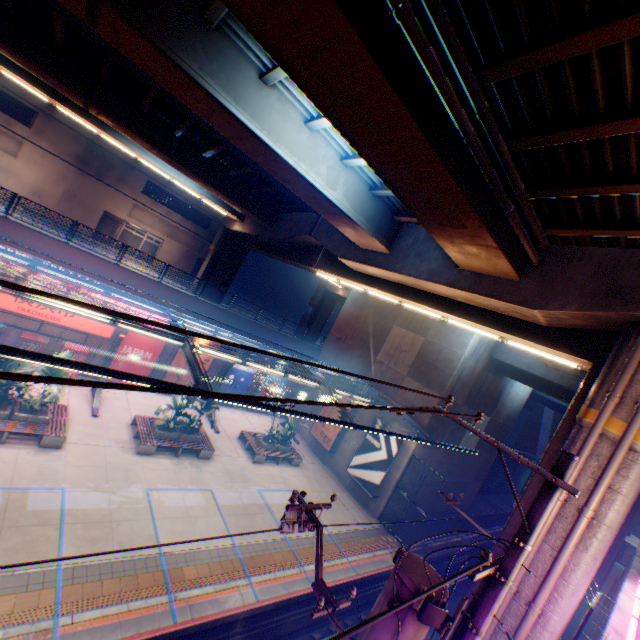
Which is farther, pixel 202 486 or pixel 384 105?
pixel 202 486

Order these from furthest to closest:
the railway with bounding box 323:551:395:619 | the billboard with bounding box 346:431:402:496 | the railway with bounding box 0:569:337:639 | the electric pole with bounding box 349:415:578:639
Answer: the billboard with bounding box 346:431:402:496
the railway with bounding box 323:551:395:619
the railway with bounding box 0:569:337:639
the electric pole with bounding box 349:415:578:639

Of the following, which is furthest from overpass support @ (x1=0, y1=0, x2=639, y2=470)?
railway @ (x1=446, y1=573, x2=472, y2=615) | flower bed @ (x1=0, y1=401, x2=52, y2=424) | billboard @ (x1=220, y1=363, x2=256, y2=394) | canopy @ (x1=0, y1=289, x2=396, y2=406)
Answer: flower bed @ (x1=0, y1=401, x2=52, y2=424)

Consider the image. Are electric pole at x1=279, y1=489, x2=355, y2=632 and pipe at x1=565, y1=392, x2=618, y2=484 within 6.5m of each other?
yes

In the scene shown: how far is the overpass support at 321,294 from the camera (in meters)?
36.81

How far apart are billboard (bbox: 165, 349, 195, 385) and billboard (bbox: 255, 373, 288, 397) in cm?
471

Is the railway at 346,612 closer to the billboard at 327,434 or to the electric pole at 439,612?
the electric pole at 439,612

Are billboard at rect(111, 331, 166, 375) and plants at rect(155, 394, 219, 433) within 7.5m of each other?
yes
